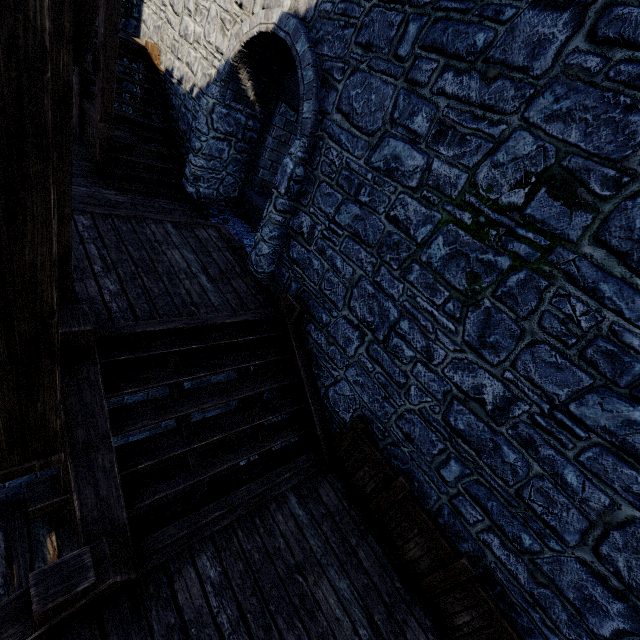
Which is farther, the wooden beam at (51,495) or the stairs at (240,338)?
the wooden beam at (51,495)

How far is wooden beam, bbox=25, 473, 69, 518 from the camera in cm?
459

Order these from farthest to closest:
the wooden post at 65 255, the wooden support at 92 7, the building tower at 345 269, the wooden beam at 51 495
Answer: the wooden beam at 51 495, the building tower at 345 269, the wooden support at 92 7, the wooden post at 65 255

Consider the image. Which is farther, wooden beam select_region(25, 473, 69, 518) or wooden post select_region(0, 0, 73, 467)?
wooden beam select_region(25, 473, 69, 518)

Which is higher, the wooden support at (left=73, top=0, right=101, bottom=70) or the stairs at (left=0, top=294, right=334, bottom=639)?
the wooden support at (left=73, top=0, right=101, bottom=70)

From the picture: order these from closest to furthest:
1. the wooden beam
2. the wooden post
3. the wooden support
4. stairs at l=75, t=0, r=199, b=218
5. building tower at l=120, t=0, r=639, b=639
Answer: the wooden post → the wooden support → building tower at l=120, t=0, r=639, b=639 → the wooden beam → stairs at l=75, t=0, r=199, b=218

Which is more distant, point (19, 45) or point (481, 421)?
point (481, 421)

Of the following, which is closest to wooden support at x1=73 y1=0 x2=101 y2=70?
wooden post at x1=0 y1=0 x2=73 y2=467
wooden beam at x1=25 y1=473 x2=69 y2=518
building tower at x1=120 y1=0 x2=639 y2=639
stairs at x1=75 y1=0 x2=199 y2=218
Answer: wooden post at x1=0 y1=0 x2=73 y2=467
